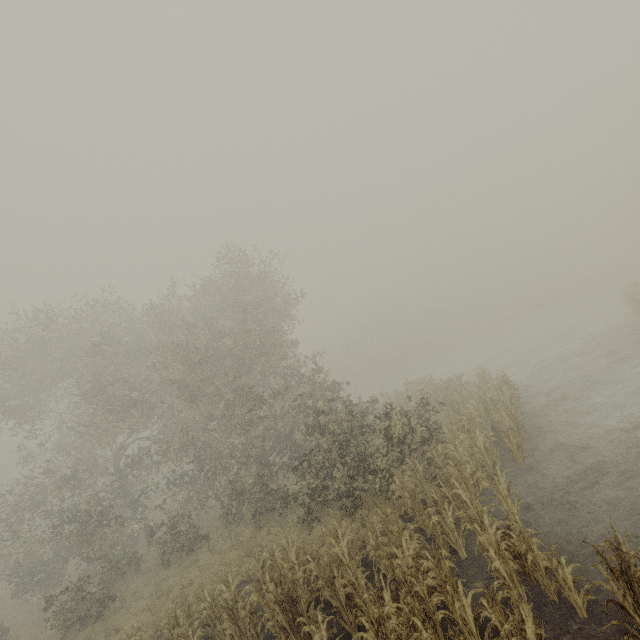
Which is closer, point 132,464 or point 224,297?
point 132,464
